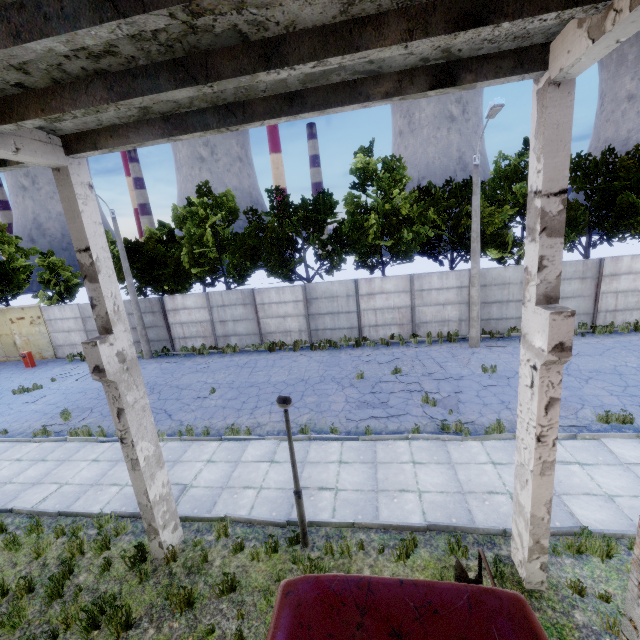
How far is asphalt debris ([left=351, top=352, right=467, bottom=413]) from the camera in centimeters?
1197cm

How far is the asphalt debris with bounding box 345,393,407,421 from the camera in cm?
1090

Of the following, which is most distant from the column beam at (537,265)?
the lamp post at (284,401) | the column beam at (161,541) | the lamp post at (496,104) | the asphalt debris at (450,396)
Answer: the lamp post at (496,104)

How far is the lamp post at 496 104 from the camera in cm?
1189

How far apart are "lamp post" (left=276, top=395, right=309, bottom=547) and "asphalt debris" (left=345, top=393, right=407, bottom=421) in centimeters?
447cm

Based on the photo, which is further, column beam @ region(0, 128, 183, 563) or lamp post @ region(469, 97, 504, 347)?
lamp post @ region(469, 97, 504, 347)

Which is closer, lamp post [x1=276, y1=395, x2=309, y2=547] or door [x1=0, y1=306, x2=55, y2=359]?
lamp post [x1=276, y1=395, x2=309, y2=547]

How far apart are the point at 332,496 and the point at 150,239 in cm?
2328
